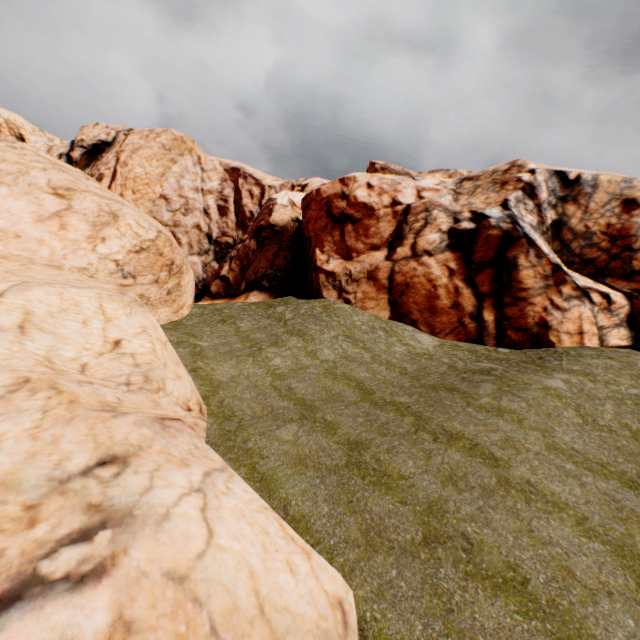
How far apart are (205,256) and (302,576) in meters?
49.1
